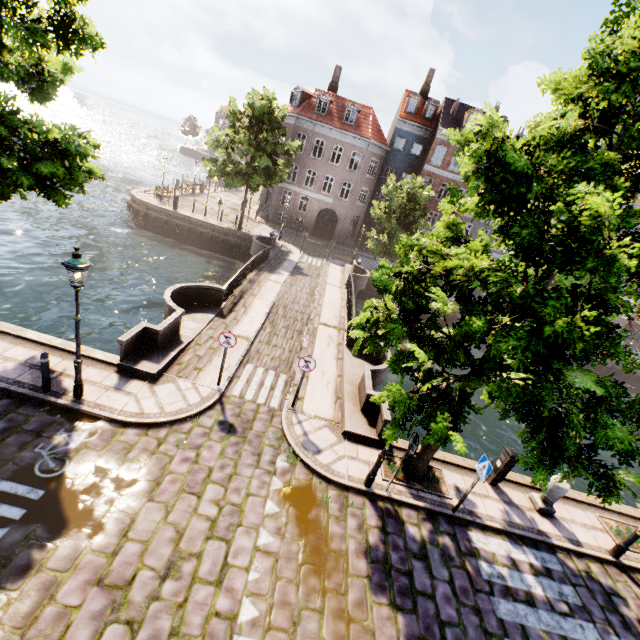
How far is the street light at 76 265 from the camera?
Answer: 6.5 meters

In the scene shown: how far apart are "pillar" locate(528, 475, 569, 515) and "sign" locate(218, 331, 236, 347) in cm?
977

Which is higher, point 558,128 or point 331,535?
point 558,128

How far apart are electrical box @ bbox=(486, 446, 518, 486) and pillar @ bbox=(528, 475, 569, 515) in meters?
1.0 m

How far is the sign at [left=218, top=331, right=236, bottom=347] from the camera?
9.1 meters

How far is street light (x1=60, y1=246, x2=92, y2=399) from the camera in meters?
6.5 m

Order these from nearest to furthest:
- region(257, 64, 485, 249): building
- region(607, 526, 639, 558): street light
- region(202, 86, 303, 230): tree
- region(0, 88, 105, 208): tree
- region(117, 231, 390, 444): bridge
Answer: region(0, 88, 105, 208): tree, region(607, 526, 639, 558): street light, region(117, 231, 390, 444): bridge, region(202, 86, 303, 230): tree, region(257, 64, 485, 249): building

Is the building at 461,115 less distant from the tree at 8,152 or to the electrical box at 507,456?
the tree at 8,152
